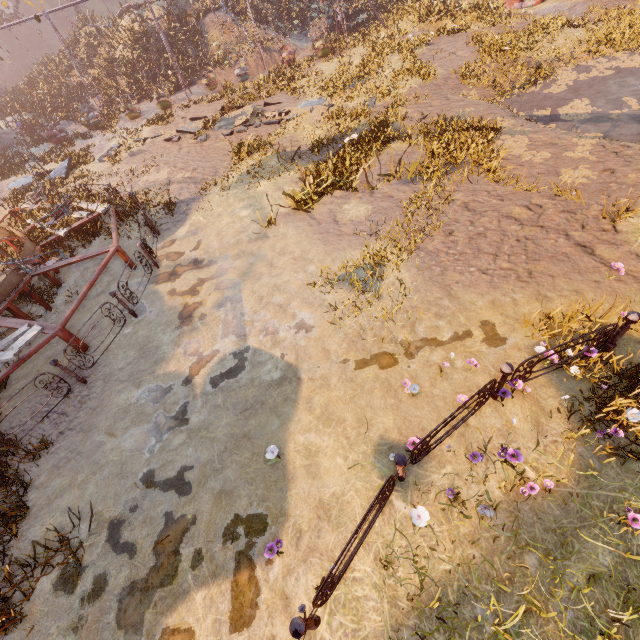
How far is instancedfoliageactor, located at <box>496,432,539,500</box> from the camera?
4.1 meters

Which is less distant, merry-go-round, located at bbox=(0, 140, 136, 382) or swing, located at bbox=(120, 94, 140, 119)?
merry-go-round, located at bbox=(0, 140, 136, 382)

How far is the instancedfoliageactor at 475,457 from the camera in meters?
4.4

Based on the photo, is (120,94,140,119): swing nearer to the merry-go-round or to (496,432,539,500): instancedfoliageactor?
the merry-go-round

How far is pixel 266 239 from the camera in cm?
943

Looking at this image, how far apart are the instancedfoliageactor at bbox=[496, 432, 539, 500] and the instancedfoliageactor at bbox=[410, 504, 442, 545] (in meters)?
1.27

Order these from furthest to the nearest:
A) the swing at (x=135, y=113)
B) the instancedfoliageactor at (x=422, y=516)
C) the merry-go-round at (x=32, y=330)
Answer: the swing at (x=135, y=113)
the merry-go-round at (x=32, y=330)
the instancedfoliageactor at (x=422, y=516)
